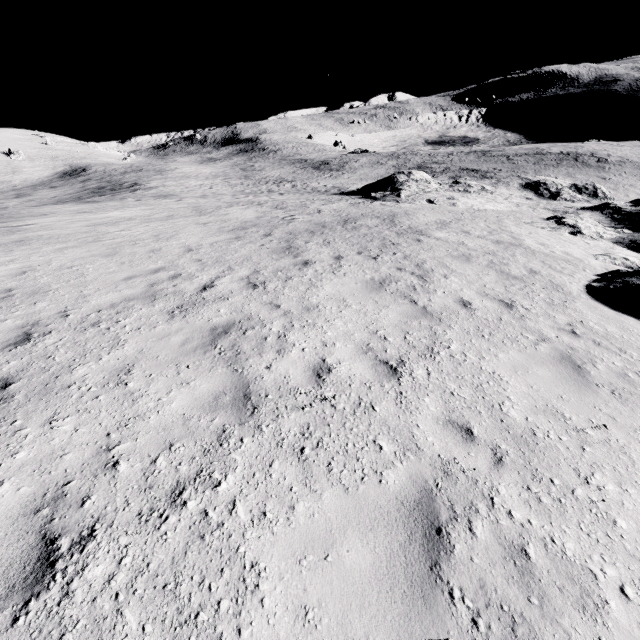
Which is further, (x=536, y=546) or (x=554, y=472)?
(x=554, y=472)
